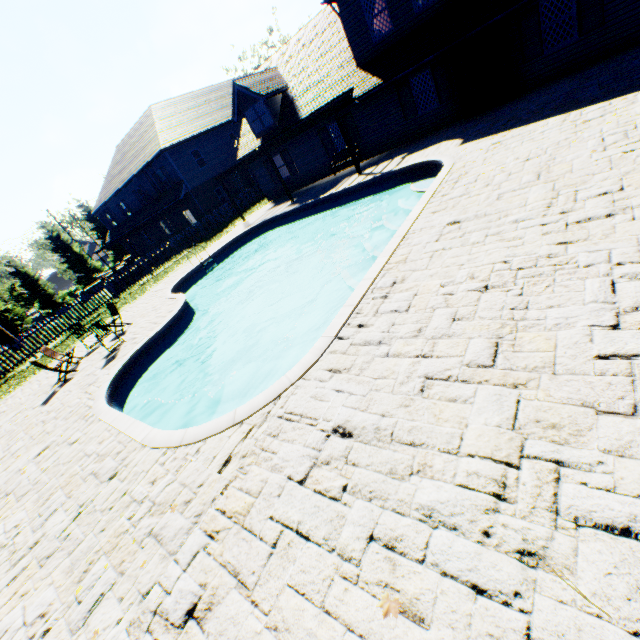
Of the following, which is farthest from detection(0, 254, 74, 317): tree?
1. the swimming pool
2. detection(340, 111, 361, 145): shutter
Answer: detection(340, 111, 361, 145): shutter

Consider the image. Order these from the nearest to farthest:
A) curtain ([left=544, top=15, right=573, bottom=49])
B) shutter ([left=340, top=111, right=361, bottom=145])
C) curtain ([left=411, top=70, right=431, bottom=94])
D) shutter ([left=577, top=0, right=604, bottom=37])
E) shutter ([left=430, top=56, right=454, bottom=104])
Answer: shutter ([left=577, top=0, right=604, bottom=37]) < curtain ([left=544, top=15, right=573, bottom=49]) < shutter ([left=430, top=56, right=454, bottom=104]) < curtain ([left=411, top=70, right=431, bottom=94]) < shutter ([left=340, top=111, right=361, bottom=145])

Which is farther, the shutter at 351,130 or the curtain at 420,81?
the shutter at 351,130

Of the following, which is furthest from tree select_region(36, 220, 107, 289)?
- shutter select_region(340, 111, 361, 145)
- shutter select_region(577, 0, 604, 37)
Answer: shutter select_region(340, 111, 361, 145)

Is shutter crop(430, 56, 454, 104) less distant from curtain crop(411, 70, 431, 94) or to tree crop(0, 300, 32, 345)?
curtain crop(411, 70, 431, 94)

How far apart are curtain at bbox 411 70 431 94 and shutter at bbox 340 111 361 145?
3.3 meters

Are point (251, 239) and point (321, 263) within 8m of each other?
yes

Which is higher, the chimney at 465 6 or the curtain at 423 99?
the chimney at 465 6
